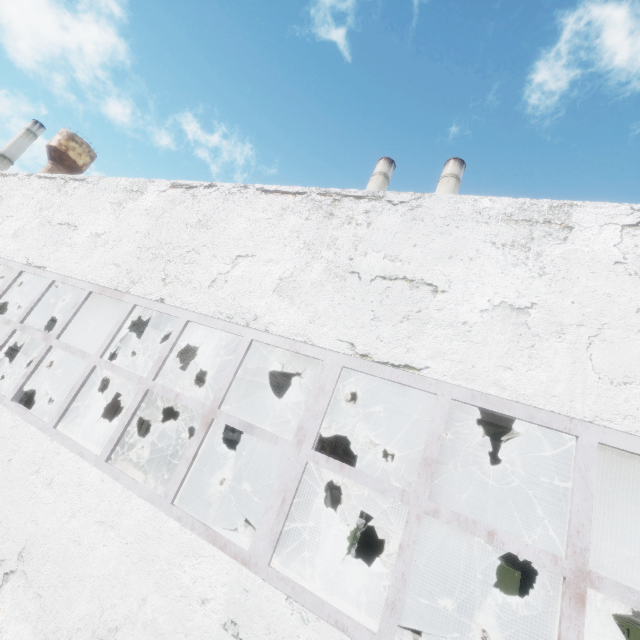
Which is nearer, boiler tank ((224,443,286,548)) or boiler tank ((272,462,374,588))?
boiler tank ((224,443,286,548))

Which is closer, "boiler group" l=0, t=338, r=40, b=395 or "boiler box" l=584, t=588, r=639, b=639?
"boiler box" l=584, t=588, r=639, b=639

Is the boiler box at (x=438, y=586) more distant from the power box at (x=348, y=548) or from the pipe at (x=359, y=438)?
the pipe at (x=359, y=438)

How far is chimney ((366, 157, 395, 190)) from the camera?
32.5 meters

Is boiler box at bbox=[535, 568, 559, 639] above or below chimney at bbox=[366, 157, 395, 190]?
below

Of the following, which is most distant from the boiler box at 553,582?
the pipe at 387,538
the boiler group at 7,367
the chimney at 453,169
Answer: the boiler group at 7,367

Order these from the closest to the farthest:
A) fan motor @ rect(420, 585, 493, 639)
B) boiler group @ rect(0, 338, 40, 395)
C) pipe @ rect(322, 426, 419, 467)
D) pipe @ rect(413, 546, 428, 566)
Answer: fan motor @ rect(420, 585, 493, 639) → pipe @ rect(322, 426, 419, 467) → boiler group @ rect(0, 338, 40, 395) → pipe @ rect(413, 546, 428, 566)

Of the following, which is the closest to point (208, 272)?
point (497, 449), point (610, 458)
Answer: point (610, 458)
